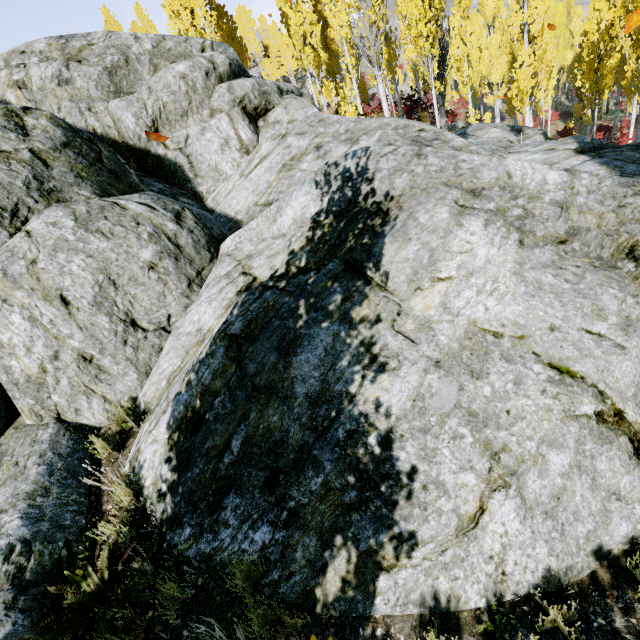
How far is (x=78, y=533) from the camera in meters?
3.4

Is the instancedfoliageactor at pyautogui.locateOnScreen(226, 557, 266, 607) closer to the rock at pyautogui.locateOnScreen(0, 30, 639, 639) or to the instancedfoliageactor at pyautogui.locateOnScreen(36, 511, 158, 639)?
the rock at pyautogui.locateOnScreen(0, 30, 639, 639)

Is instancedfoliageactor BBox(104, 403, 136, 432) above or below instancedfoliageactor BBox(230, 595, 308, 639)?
above

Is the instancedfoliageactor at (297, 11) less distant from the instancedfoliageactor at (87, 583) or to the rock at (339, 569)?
the rock at (339, 569)

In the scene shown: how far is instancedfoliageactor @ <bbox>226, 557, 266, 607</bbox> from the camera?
2.8 meters

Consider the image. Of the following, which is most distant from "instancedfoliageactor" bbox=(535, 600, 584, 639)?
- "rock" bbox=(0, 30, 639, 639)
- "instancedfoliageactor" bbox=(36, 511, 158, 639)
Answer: "instancedfoliageactor" bbox=(36, 511, 158, 639)
